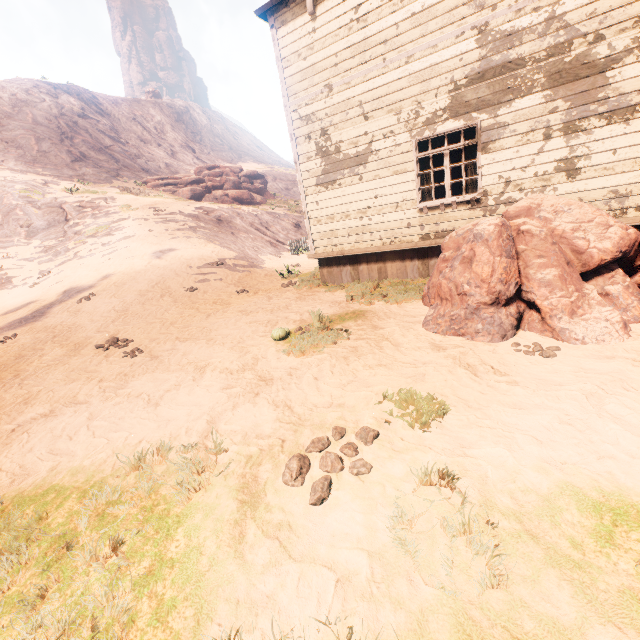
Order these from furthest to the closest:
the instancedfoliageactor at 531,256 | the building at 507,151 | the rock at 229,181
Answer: the rock at 229,181 < the building at 507,151 < the instancedfoliageactor at 531,256

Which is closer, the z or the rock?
the z

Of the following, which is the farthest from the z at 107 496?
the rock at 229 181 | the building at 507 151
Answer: the rock at 229 181

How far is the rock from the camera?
30.5m

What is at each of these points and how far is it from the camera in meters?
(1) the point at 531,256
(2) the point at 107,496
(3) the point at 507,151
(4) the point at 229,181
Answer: (1) instancedfoliageactor, 4.6
(2) z, 2.8
(3) building, 6.6
(4) rock, 33.1

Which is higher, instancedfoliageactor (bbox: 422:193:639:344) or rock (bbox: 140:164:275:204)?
rock (bbox: 140:164:275:204)

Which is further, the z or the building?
the building

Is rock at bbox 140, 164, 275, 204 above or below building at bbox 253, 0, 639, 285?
above
